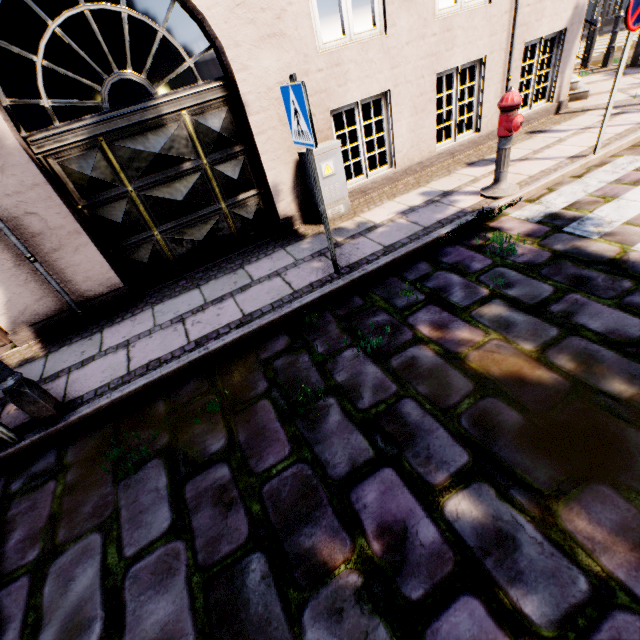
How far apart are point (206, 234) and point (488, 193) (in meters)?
4.18

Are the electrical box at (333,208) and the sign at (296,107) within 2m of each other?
yes

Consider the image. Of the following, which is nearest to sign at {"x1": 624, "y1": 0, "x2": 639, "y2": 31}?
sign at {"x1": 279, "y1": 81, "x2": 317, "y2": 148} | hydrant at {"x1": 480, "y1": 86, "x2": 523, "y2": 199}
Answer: hydrant at {"x1": 480, "y1": 86, "x2": 523, "y2": 199}

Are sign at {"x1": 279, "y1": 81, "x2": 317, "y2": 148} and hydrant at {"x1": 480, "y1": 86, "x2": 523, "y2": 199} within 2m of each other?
no

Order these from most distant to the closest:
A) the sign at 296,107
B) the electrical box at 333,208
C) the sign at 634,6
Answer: the electrical box at 333,208
the sign at 634,6
the sign at 296,107

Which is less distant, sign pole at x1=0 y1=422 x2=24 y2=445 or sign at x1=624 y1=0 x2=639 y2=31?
sign pole at x1=0 y1=422 x2=24 y2=445

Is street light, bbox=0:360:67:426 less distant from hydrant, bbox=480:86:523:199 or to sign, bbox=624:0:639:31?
hydrant, bbox=480:86:523:199

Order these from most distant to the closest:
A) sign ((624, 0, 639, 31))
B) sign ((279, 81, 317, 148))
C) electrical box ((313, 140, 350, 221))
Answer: electrical box ((313, 140, 350, 221)) < sign ((624, 0, 639, 31)) < sign ((279, 81, 317, 148))
